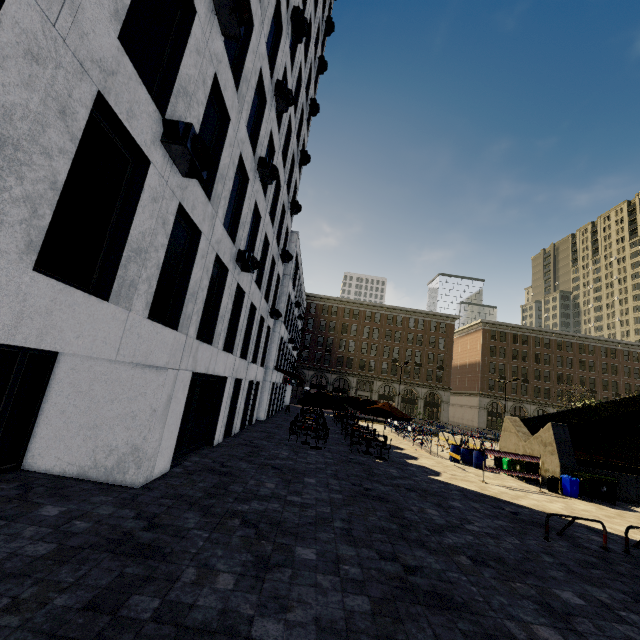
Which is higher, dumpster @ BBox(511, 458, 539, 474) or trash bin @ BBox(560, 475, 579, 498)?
dumpster @ BBox(511, 458, 539, 474)

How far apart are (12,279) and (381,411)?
15.4 meters

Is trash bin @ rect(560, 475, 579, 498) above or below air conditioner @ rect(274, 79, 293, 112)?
below

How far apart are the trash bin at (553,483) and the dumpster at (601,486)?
0.7m

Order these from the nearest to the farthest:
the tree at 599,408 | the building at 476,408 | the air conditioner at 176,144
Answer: the air conditioner at 176,144
the tree at 599,408
the building at 476,408

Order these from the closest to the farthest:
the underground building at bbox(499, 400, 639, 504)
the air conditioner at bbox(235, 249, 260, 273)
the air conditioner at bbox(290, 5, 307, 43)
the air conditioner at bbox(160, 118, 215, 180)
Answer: the air conditioner at bbox(160, 118, 215, 180), the air conditioner at bbox(235, 249, 260, 273), the air conditioner at bbox(290, 5, 307, 43), the underground building at bbox(499, 400, 639, 504)

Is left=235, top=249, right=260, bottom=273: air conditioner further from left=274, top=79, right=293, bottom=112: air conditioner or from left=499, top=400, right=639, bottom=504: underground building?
left=499, top=400, right=639, bottom=504: underground building

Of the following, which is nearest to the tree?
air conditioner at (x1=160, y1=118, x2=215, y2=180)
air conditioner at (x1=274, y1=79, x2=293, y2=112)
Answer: air conditioner at (x1=160, y1=118, x2=215, y2=180)
